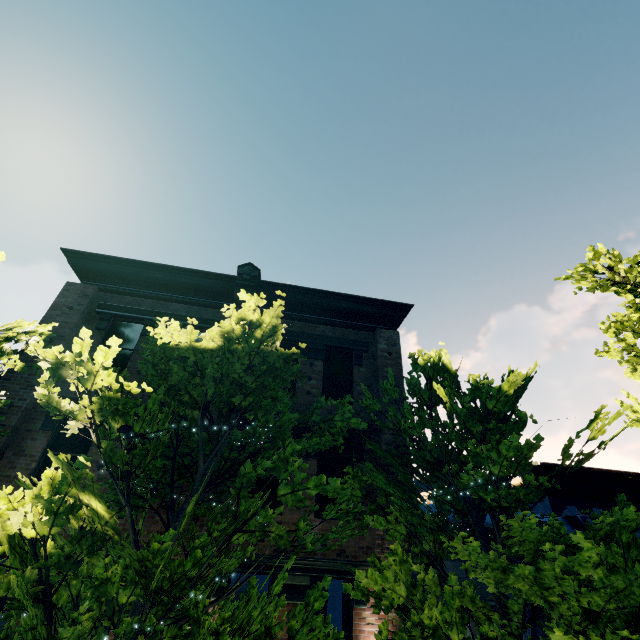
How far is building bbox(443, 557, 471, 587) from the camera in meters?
8.0

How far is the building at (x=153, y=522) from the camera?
7.16m

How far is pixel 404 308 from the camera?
11.6m

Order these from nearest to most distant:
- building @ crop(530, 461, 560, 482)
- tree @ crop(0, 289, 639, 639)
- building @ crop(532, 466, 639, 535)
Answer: tree @ crop(0, 289, 639, 639) < building @ crop(532, 466, 639, 535) < building @ crop(530, 461, 560, 482)

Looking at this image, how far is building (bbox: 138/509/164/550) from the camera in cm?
716

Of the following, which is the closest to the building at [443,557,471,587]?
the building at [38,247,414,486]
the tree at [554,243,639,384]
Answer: the tree at [554,243,639,384]

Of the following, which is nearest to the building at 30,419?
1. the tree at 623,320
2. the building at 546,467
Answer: the tree at 623,320
